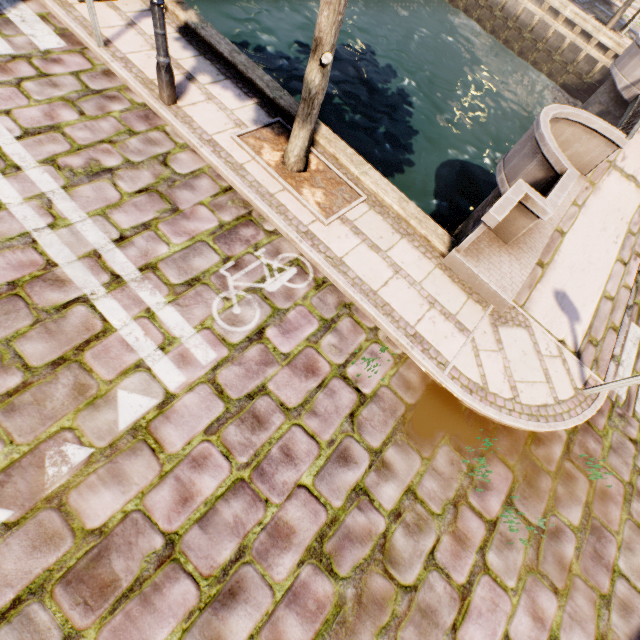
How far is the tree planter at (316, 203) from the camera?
4.6 meters

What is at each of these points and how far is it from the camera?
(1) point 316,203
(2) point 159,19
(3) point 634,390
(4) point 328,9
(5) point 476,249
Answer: (1) tree planter, 4.7m
(2) street light, 3.9m
(3) bridge, 5.0m
(4) tree, 3.2m
(5) bridge, 4.9m

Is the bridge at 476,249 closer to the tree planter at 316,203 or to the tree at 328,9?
the tree planter at 316,203

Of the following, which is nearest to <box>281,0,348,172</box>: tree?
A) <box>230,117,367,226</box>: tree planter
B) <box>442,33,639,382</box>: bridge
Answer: <box>230,117,367,226</box>: tree planter

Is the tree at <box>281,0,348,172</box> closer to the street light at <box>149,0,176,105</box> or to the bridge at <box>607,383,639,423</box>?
the street light at <box>149,0,176,105</box>

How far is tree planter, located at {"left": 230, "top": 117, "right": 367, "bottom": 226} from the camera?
4.6 meters
